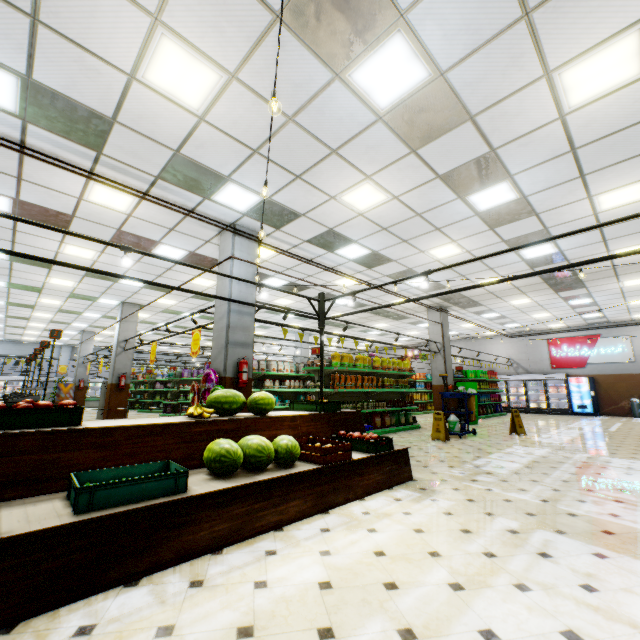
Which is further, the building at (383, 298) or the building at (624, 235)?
the building at (383, 298)

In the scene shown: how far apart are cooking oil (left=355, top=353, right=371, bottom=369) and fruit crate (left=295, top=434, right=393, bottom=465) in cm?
561

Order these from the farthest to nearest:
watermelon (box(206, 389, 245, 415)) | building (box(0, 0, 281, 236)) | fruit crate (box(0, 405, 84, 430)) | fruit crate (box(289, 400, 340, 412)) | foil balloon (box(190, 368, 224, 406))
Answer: foil balloon (box(190, 368, 224, 406)) < fruit crate (box(289, 400, 340, 412)) < watermelon (box(206, 389, 245, 415)) < building (box(0, 0, 281, 236)) < fruit crate (box(0, 405, 84, 430))

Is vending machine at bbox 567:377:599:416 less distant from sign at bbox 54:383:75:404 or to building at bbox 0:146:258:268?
building at bbox 0:146:258:268

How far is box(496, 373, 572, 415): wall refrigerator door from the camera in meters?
18.1

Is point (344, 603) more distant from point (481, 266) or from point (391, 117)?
point (481, 266)

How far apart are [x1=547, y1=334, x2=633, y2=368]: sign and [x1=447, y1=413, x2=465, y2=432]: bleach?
13.94m

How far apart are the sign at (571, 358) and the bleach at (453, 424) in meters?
13.9
